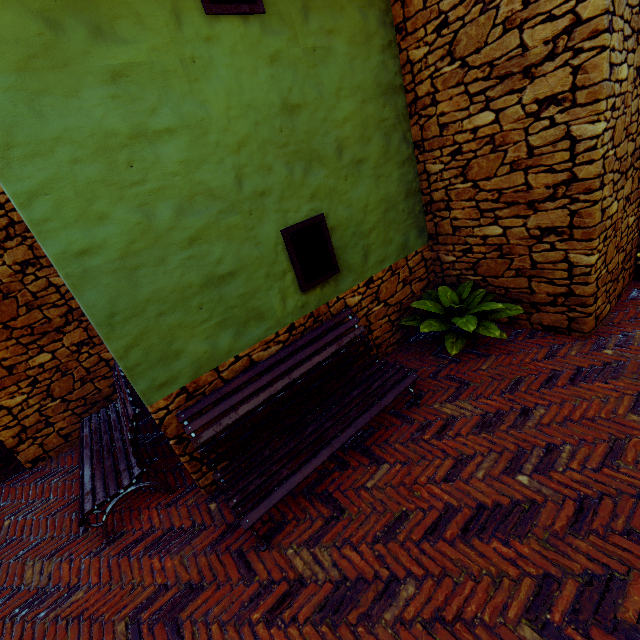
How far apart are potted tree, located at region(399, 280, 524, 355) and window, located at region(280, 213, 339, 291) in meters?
1.2 m

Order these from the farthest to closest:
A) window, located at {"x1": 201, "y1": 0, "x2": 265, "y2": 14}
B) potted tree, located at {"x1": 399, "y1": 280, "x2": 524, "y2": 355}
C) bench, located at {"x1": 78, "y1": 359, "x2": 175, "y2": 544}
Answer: potted tree, located at {"x1": 399, "y1": 280, "x2": 524, "y2": 355}, bench, located at {"x1": 78, "y1": 359, "x2": 175, "y2": 544}, window, located at {"x1": 201, "y1": 0, "x2": 265, "y2": 14}

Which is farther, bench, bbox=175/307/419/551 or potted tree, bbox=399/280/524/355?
potted tree, bbox=399/280/524/355

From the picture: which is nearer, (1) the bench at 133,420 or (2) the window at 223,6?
(2) the window at 223,6

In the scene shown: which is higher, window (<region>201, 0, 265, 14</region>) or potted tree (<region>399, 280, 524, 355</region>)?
window (<region>201, 0, 265, 14</region>)

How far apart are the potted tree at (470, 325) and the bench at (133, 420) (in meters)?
3.33

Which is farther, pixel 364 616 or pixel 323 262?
pixel 323 262

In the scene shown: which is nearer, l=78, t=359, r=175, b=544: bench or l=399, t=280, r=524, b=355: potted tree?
A: l=78, t=359, r=175, b=544: bench
